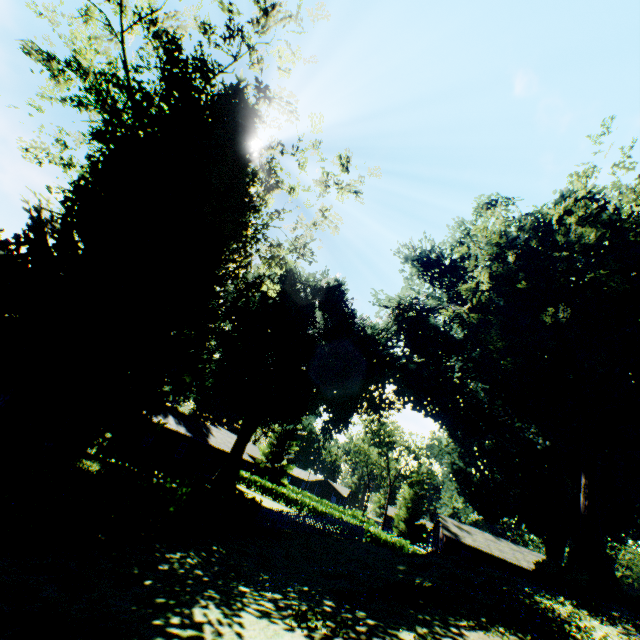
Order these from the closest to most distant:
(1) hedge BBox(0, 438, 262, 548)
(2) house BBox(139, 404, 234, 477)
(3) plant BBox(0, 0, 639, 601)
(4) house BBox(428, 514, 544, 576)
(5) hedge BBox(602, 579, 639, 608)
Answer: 1. (1) hedge BBox(0, 438, 262, 548)
2. (3) plant BBox(0, 0, 639, 601)
3. (5) hedge BBox(602, 579, 639, 608)
4. (2) house BBox(139, 404, 234, 477)
5. (4) house BBox(428, 514, 544, 576)

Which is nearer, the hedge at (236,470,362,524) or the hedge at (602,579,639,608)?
the hedge at (602,579,639,608)

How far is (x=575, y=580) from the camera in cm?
1536

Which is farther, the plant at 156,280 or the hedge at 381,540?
the hedge at 381,540

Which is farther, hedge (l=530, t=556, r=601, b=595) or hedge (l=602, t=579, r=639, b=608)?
hedge (l=602, t=579, r=639, b=608)

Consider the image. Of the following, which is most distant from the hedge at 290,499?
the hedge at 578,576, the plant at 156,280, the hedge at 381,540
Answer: the hedge at 578,576

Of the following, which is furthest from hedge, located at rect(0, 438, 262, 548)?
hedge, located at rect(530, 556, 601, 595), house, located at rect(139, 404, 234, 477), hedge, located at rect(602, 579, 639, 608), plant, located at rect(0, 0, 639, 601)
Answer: hedge, located at rect(602, 579, 639, 608)

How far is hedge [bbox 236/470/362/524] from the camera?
44.1m
